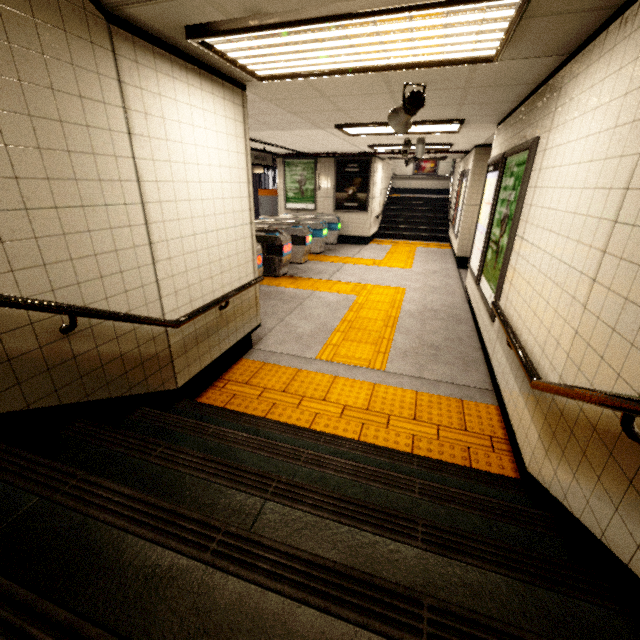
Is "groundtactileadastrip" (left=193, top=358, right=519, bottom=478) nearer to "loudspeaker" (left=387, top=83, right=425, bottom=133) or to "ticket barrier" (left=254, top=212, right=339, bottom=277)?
"loudspeaker" (left=387, top=83, right=425, bottom=133)

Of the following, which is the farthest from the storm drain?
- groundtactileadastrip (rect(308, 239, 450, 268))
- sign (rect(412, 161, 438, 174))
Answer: sign (rect(412, 161, 438, 174))

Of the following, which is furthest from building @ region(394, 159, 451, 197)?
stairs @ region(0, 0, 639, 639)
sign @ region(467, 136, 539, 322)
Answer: stairs @ region(0, 0, 639, 639)

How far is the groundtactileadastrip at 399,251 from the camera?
9.1m

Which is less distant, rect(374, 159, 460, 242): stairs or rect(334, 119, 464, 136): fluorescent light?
rect(334, 119, 464, 136): fluorescent light

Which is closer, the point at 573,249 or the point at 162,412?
the point at 573,249

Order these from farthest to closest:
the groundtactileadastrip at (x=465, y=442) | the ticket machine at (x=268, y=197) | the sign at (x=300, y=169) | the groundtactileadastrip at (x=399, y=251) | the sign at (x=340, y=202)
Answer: the ticket machine at (x=268, y=197)
the sign at (x=300, y=169)
the sign at (x=340, y=202)
the groundtactileadastrip at (x=399, y=251)
the groundtactileadastrip at (x=465, y=442)

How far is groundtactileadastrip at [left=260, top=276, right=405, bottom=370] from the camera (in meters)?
4.19
